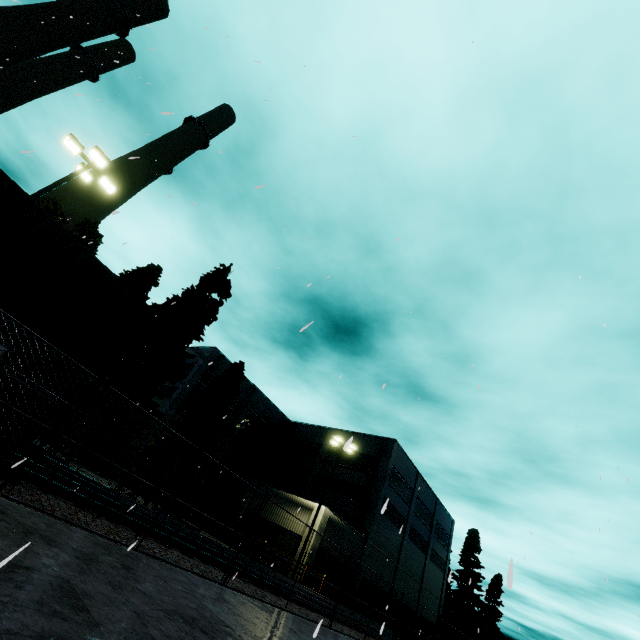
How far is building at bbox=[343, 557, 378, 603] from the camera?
27.3m

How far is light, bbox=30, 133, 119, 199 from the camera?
12.7m

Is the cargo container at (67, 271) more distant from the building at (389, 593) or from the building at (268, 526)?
the building at (389, 593)

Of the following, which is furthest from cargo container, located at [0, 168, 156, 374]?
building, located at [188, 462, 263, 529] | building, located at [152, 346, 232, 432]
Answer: building, located at [152, 346, 232, 432]

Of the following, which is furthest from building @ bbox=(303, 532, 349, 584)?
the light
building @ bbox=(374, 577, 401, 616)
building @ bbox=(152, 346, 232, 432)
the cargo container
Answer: building @ bbox=(152, 346, 232, 432)

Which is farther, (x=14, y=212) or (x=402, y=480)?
(x=402, y=480)

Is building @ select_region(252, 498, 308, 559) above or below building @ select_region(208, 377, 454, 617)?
below

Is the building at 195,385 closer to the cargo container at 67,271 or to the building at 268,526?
the cargo container at 67,271
